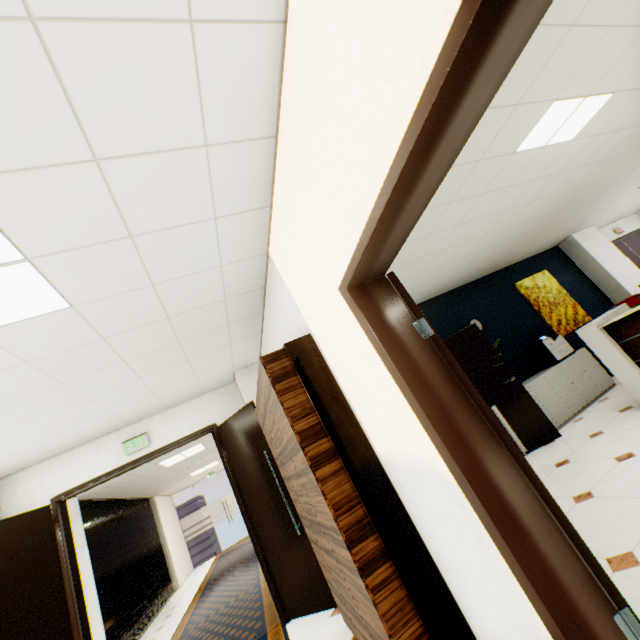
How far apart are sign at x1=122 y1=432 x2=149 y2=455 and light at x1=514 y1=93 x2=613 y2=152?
5.6m

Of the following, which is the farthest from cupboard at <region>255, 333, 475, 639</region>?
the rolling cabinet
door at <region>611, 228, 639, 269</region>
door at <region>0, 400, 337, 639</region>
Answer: door at <region>611, 228, 639, 269</region>

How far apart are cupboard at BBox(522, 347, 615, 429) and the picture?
0.5 meters

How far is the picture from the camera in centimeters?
684cm

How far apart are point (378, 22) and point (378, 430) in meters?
1.9

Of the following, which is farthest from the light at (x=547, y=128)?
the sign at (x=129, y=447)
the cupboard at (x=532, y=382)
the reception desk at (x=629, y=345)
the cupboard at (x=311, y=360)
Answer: the sign at (x=129, y=447)

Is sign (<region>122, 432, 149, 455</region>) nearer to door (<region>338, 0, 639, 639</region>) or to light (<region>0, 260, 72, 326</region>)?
light (<region>0, 260, 72, 326</region>)

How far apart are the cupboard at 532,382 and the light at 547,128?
3.7m
